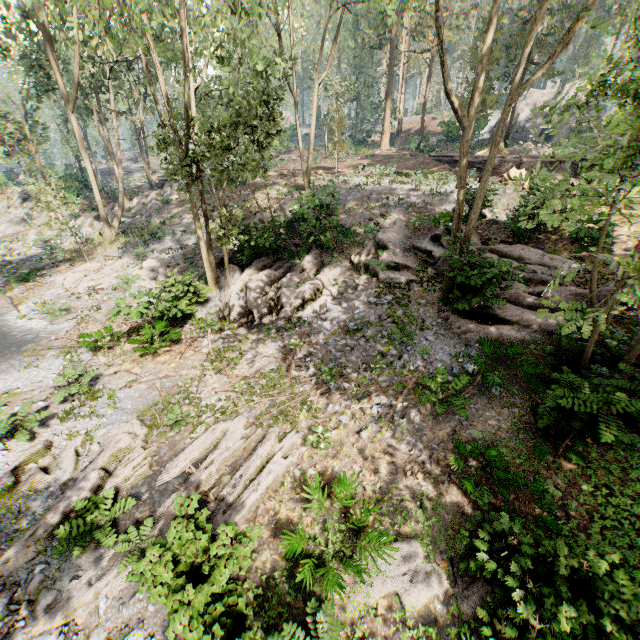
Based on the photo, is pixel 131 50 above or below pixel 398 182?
above

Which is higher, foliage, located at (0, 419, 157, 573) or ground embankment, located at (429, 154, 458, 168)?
ground embankment, located at (429, 154, 458, 168)

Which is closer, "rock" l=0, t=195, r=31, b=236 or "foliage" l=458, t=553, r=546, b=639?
"foliage" l=458, t=553, r=546, b=639

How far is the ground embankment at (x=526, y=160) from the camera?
24.2m

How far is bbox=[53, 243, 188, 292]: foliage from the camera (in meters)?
19.45

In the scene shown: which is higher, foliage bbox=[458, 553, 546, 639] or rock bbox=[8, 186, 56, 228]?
rock bbox=[8, 186, 56, 228]

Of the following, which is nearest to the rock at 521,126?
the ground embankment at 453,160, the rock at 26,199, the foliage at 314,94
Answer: the foliage at 314,94
